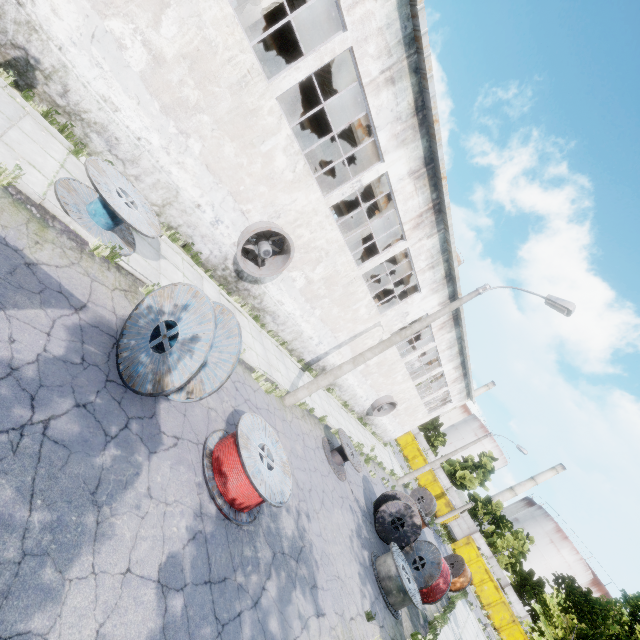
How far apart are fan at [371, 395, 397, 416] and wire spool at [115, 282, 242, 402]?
20.48m

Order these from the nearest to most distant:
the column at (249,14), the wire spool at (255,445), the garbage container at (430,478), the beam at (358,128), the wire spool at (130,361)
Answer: the wire spool at (130,361) → the wire spool at (255,445) → the column at (249,14) → the beam at (358,128) → the garbage container at (430,478)

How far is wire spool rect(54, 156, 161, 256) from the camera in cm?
688

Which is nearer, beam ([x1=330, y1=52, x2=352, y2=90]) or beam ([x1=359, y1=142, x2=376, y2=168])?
beam ([x1=330, y1=52, x2=352, y2=90])

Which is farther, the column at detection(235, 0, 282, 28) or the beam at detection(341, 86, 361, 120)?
the beam at detection(341, 86, 361, 120)

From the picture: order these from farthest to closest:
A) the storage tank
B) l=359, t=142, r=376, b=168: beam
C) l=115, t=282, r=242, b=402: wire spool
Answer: the storage tank → l=359, t=142, r=376, b=168: beam → l=115, t=282, r=242, b=402: wire spool

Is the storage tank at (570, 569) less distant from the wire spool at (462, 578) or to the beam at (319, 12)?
the beam at (319, 12)

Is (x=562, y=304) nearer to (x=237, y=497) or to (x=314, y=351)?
(x=237, y=497)
